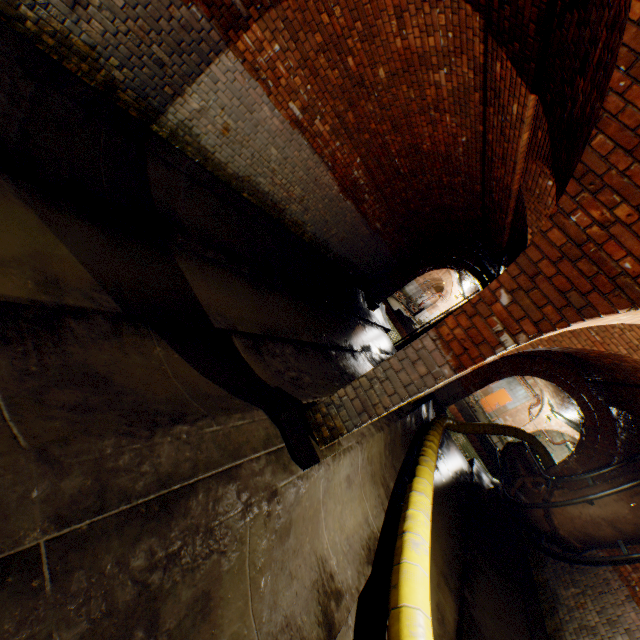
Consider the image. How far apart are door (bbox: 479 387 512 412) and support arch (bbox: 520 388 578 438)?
1.64m

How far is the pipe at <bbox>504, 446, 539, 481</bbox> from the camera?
9.7m

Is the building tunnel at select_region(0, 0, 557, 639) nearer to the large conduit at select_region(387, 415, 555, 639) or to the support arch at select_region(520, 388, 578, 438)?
the large conduit at select_region(387, 415, 555, 639)

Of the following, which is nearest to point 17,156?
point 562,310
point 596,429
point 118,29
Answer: point 118,29

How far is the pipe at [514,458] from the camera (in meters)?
9.69

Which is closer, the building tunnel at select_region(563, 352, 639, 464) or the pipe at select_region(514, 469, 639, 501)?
the pipe at select_region(514, 469, 639, 501)

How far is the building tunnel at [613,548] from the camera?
6.84m

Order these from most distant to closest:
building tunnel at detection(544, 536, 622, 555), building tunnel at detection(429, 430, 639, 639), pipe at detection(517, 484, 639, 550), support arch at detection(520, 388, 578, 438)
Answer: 1. support arch at detection(520, 388, 578, 438)
2. building tunnel at detection(544, 536, 622, 555)
3. pipe at detection(517, 484, 639, 550)
4. building tunnel at detection(429, 430, 639, 639)
